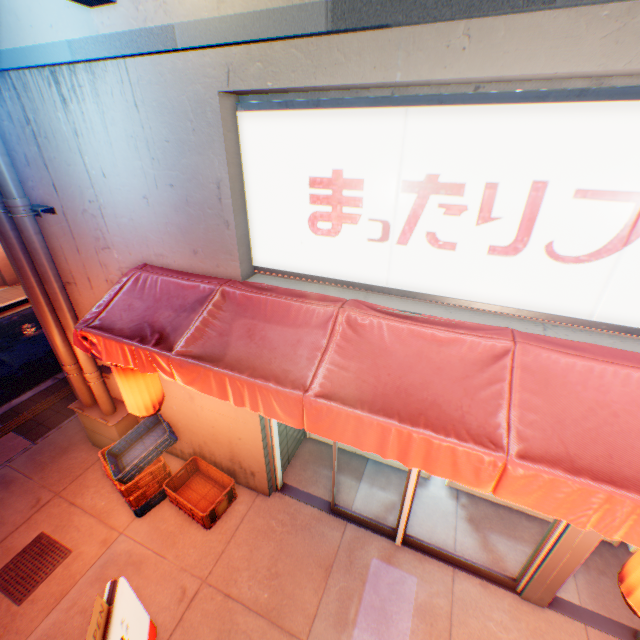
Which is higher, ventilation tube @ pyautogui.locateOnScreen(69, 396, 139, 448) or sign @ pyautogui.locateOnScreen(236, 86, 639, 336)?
sign @ pyautogui.locateOnScreen(236, 86, 639, 336)

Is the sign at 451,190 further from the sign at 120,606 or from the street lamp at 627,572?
the sign at 120,606

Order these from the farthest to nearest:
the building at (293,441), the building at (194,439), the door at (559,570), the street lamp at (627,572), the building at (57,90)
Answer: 1. the building at (293,441)
2. the building at (194,439)
3. the door at (559,570)
4. the street lamp at (627,572)
5. the building at (57,90)

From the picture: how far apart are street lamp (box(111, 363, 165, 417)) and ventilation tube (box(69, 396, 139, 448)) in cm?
140

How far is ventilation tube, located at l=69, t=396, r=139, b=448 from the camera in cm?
535

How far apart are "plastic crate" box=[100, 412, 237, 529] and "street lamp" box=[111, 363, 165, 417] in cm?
80

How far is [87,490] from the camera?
5.3 meters

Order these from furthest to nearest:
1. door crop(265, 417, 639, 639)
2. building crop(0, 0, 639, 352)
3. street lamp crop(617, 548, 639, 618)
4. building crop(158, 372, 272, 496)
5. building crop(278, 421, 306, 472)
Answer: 1. building crop(278, 421, 306, 472)
2. building crop(158, 372, 272, 496)
3. door crop(265, 417, 639, 639)
4. street lamp crop(617, 548, 639, 618)
5. building crop(0, 0, 639, 352)
